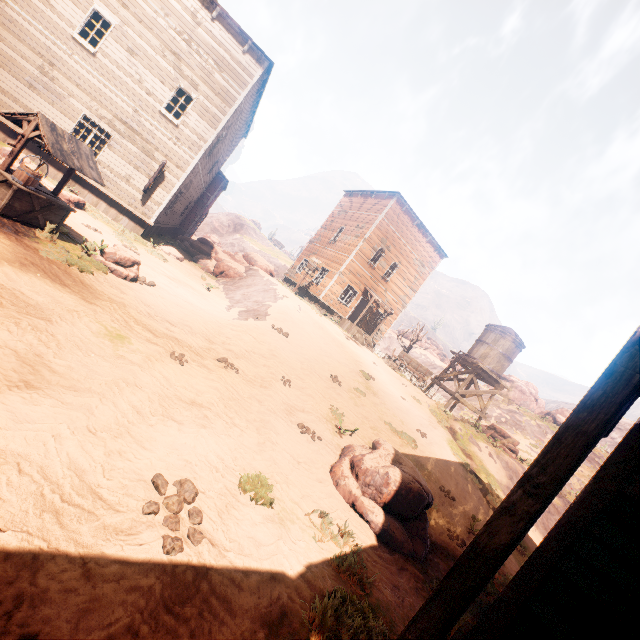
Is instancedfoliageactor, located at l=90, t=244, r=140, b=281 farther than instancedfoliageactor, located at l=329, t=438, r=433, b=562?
Yes

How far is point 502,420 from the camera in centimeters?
2956cm

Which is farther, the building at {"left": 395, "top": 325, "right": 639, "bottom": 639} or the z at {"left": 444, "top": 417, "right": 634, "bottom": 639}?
the z at {"left": 444, "top": 417, "right": 634, "bottom": 639}

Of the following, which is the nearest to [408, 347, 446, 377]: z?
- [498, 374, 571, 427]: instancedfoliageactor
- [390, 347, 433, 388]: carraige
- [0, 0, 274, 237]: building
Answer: [0, 0, 274, 237]: building

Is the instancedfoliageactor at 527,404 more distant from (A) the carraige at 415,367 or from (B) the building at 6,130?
(A) the carraige at 415,367

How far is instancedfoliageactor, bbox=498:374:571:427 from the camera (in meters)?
35.19

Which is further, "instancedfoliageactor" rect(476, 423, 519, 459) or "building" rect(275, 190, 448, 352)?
"building" rect(275, 190, 448, 352)

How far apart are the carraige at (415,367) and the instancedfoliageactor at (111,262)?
18.1 meters
